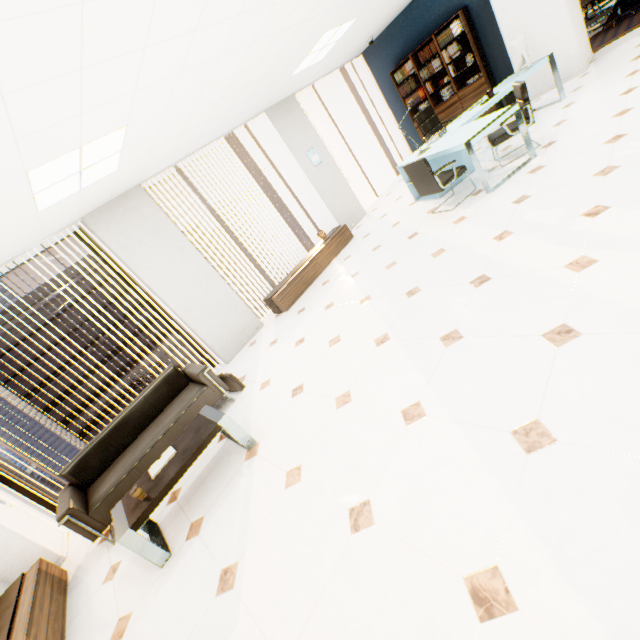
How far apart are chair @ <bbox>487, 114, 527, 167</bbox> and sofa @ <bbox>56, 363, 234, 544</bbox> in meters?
5.1 m

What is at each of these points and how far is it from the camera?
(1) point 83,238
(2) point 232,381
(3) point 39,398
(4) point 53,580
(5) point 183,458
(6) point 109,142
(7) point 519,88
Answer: (1) window, 4.83m
(2) briefcase, 4.26m
(3) building, 46.50m
(4) cupboard, 3.16m
(5) table, 2.85m
(6) light, 3.16m
(7) chair, 4.27m

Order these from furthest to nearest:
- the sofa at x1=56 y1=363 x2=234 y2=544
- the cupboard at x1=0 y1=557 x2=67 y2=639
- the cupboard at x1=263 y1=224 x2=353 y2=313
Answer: the cupboard at x1=263 y1=224 x2=353 y2=313, the sofa at x1=56 y1=363 x2=234 y2=544, the cupboard at x1=0 y1=557 x2=67 y2=639

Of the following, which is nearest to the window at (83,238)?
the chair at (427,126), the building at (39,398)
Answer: the chair at (427,126)

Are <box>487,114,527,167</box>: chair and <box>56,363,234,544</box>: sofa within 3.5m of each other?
no

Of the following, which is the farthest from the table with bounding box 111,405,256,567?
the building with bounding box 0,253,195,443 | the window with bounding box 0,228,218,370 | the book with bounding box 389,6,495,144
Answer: the building with bounding box 0,253,195,443

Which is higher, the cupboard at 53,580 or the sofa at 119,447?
the sofa at 119,447

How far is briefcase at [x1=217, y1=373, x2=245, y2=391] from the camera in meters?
4.3
